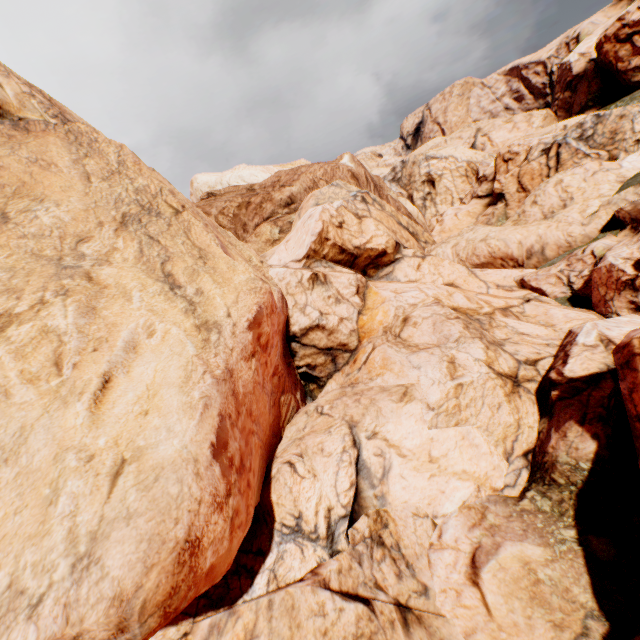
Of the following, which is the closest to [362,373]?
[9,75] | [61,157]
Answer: [61,157]
